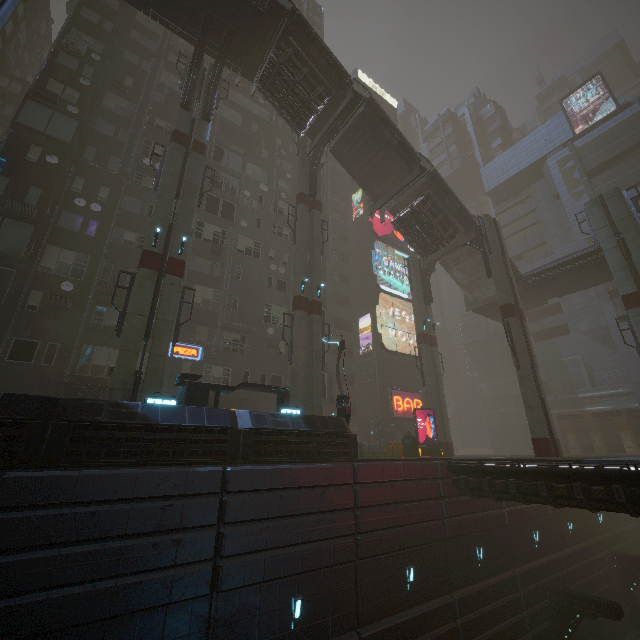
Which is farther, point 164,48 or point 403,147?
point 164,48

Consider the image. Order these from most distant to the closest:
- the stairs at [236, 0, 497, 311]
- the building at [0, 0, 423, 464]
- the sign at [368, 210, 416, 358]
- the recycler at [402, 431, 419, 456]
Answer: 1. the sign at [368, 210, 416, 358]
2. the recycler at [402, 431, 419, 456]
3. the stairs at [236, 0, 497, 311]
4. the building at [0, 0, 423, 464]

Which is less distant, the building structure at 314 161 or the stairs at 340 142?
the stairs at 340 142

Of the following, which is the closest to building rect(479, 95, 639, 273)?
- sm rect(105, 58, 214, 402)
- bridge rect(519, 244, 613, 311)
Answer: bridge rect(519, 244, 613, 311)

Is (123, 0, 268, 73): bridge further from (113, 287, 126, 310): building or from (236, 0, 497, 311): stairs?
(113, 287, 126, 310): building

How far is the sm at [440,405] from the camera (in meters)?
25.67

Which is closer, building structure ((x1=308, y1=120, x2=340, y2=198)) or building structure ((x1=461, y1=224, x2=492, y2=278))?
building structure ((x1=308, y1=120, x2=340, y2=198))

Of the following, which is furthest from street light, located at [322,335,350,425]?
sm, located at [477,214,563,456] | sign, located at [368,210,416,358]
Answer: sign, located at [368,210,416,358]
